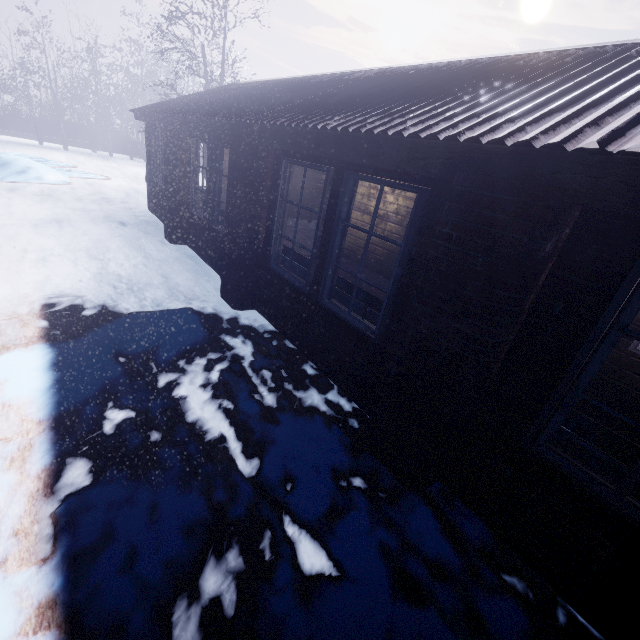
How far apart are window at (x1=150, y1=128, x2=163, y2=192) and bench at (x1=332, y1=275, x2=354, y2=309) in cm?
521

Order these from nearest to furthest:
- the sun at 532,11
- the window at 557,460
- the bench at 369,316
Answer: the window at 557,460
the bench at 369,316
the sun at 532,11

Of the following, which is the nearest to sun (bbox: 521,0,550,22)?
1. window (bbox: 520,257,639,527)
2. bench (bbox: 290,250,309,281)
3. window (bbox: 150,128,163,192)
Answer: window (bbox: 150,128,163,192)

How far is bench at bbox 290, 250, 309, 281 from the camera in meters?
3.9

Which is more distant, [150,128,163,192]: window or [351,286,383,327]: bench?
[150,128,163,192]: window

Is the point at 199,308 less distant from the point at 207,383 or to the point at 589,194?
the point at 207,383

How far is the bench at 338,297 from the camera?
3.35m

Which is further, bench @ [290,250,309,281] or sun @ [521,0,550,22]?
sun @ [521,0,550,22]
